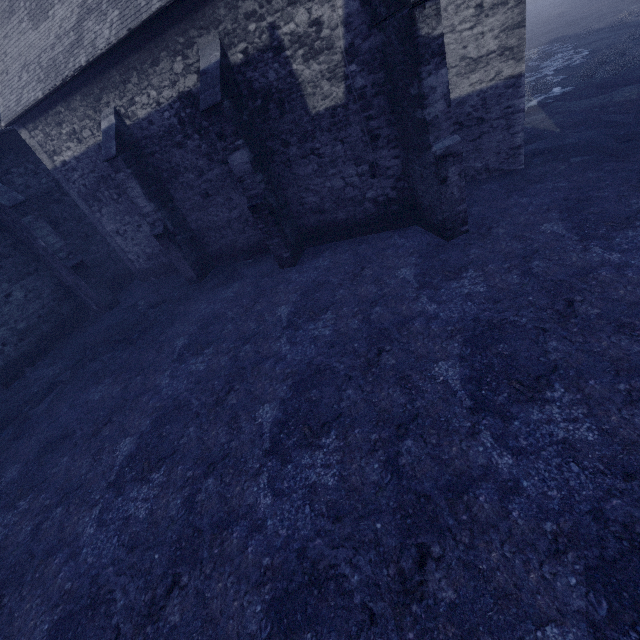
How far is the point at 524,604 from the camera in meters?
3.0
